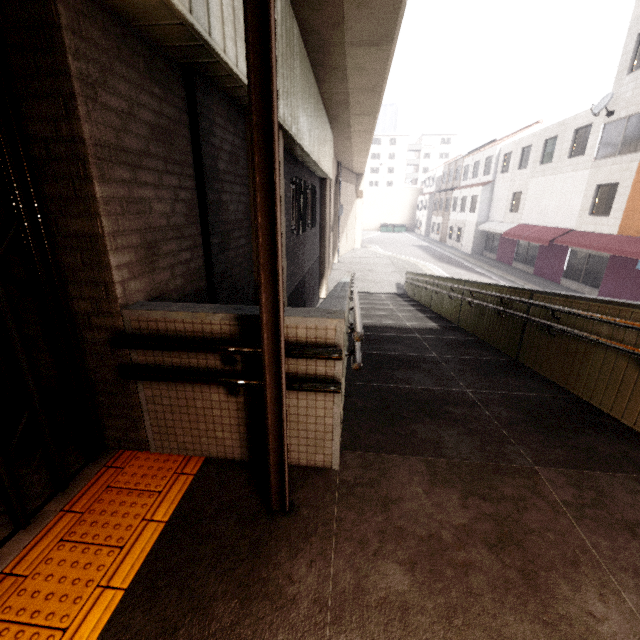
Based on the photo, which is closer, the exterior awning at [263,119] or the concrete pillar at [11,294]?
the exterior awning at [263,119]

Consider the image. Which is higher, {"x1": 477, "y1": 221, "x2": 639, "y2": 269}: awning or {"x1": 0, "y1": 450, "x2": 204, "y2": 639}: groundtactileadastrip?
{"x1": 477, "y1": 221, "x2": 639, "y2": 269}: awning

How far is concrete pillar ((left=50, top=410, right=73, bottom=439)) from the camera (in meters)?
2.52

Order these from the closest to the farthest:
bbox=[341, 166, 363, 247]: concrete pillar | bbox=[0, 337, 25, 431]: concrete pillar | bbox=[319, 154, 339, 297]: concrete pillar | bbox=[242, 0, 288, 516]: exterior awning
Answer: bbox=[242, 0, 288, 516]: exterior awning → bbox=[0, 337, 25, 431]: concrete pillar → bbox=[319, 154, 339, 297]: concrete pillar → bbox=[341, 166, 363, 247]: concrete pillar

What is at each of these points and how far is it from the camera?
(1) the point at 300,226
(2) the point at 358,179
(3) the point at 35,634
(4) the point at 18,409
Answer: (1) window bars, 8.5 meters
(2) concrete pillar, 30.8 meters
(3) groundtactileadastrip, 1.5 meters
(4) concrete pillar, 2.5 meters

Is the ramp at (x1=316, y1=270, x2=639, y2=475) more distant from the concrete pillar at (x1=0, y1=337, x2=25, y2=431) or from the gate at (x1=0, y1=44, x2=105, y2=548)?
the gate at (x1=0, y1=44, x2=105, y2=548)

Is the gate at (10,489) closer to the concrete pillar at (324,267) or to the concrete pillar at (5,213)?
the concrete pillar at (5,213)

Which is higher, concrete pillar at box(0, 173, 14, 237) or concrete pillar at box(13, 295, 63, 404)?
concrete pillar at box(0, 173, 14, 237)
